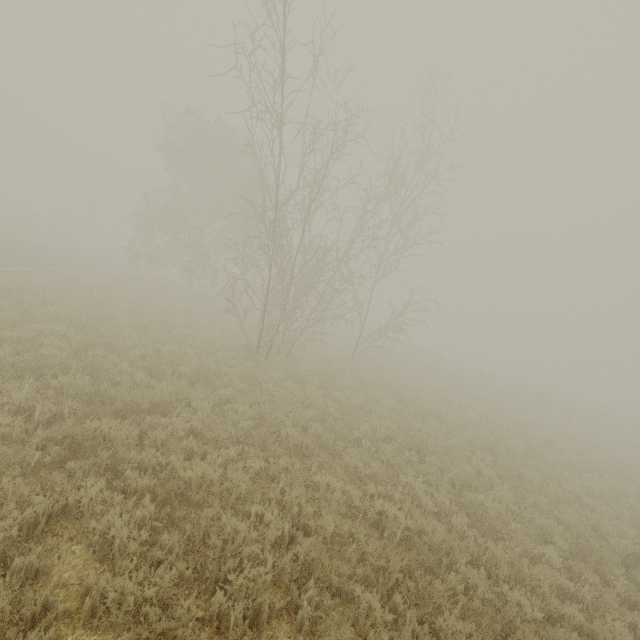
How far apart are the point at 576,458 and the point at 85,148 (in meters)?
54.13
